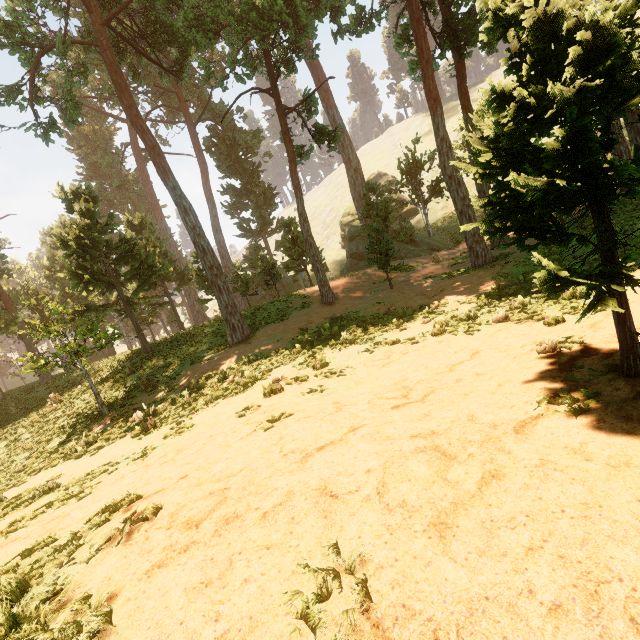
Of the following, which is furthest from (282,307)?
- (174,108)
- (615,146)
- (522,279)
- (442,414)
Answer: → (174,108)
